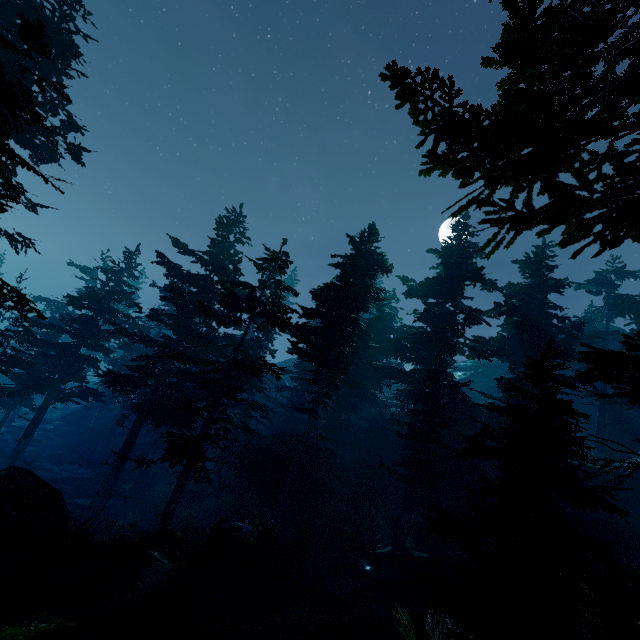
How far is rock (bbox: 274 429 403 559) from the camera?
15.9m

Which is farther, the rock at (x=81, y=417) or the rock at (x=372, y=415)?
the rock at (x=81, y=417)

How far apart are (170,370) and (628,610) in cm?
2492

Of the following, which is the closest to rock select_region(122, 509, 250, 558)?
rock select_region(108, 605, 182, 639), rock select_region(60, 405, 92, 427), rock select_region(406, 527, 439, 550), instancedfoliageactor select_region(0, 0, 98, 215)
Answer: instancedfoliageactor select_region(0, 0, 98, 215)

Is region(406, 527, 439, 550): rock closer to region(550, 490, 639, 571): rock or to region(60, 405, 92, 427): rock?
region(550, 490, 639, 571): rock

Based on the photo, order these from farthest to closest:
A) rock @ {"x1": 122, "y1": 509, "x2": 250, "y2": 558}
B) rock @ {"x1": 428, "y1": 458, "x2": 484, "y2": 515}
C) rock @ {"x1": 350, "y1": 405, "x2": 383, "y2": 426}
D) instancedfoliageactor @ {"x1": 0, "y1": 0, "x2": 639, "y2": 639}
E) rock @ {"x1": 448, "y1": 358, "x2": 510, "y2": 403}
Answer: rock @ {"x1": 448, "y1": 358, "x2": 510, "y2": 403}, rock @ {"x1": 350, "y1": 405, "x2": 383, "y2": 426}, rock @ {"x1": 428, "y1": 458, "x2": 484, "y2": 515}, rock @ {"x1": 122, "y1": 509, "x2": 250, "y2": 558}, instancedfoliageactor @ {"x1": 0, "y1": 0, "x2": 639, "y2": 639}

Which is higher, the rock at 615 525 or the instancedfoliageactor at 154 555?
the rock at 615 525
